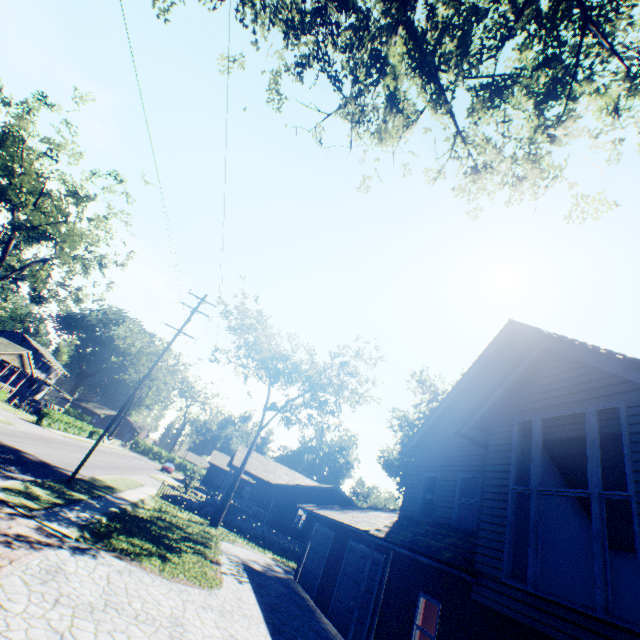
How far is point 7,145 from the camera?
25.1m

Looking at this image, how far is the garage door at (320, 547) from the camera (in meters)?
16.41

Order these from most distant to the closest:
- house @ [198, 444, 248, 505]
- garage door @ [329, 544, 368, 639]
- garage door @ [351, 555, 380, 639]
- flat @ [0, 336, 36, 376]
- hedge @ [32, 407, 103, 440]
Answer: flat @ [0, 336, 36, 376] → hedge @ [32, 407, 103, 440] → house @ [198, 444, 248, 505] → garage door @ [329, 544, 368, 639] → garage door @ [351, 555, 380, 639]

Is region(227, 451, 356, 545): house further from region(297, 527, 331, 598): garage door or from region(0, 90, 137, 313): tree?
region(0, 90, 137, 313): tree

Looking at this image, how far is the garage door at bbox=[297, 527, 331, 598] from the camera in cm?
1641

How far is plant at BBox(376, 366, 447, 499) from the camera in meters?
41.1 m

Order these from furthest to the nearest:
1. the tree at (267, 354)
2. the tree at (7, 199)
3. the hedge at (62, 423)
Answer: the hedge at (62, 423)
the tree at (267, 354)
the tree at (7, 199)

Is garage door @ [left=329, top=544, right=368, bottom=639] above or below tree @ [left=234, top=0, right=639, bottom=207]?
below
